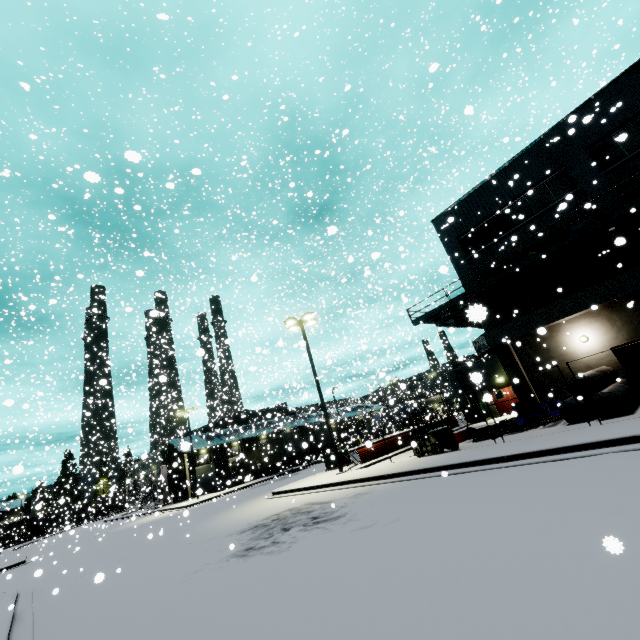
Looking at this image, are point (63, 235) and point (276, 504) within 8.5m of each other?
no

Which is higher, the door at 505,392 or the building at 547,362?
the building at 547,362

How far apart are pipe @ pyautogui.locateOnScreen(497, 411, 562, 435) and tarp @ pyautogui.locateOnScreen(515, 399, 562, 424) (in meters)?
0.07

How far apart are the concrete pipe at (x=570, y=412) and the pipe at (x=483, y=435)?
2.99m

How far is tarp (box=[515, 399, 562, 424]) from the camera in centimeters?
1523cm

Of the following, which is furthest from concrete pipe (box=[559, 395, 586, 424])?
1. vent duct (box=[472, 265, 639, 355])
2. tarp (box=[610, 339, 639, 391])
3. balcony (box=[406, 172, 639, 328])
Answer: balcony (box=[406, 172, 639, 328])

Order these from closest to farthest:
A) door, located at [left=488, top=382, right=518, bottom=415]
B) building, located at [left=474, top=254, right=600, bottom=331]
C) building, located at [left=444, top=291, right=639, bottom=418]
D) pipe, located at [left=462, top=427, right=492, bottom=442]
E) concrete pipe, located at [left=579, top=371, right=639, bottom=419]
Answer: concrete pipe, located at [left=579, top=371, right=639, bottom=419], pipe, located at [left=462, top=427, right=492, bottom=442], building, located at [left=444, top=291, right=639, bottom=418], building, located at [left=474, top=254, right=600, bottom=331], door, located at [left=488, top=382, right=518, bottom=415]

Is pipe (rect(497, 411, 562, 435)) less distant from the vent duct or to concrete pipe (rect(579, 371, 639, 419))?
concrete pipe (rect(579, 371, 639, 419))
